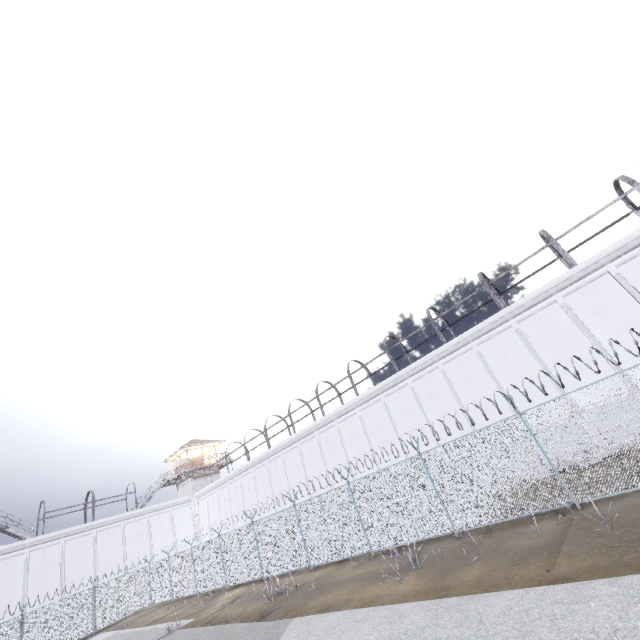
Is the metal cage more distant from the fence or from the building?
the building

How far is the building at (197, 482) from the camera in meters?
37.9

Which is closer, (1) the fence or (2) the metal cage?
(1) the fence

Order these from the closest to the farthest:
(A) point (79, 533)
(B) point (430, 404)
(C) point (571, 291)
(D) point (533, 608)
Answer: (D) point (533, 608)
(C) point (571, 291)
(B) point (430, 404)
(A) point (79, 533)

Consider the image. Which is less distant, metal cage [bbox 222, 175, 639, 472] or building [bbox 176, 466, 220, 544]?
metal cage [bbox 222, 175, 639, 472]

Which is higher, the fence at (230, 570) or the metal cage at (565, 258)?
the metal cage at (565, 258)

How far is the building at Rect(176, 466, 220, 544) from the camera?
37.9m
